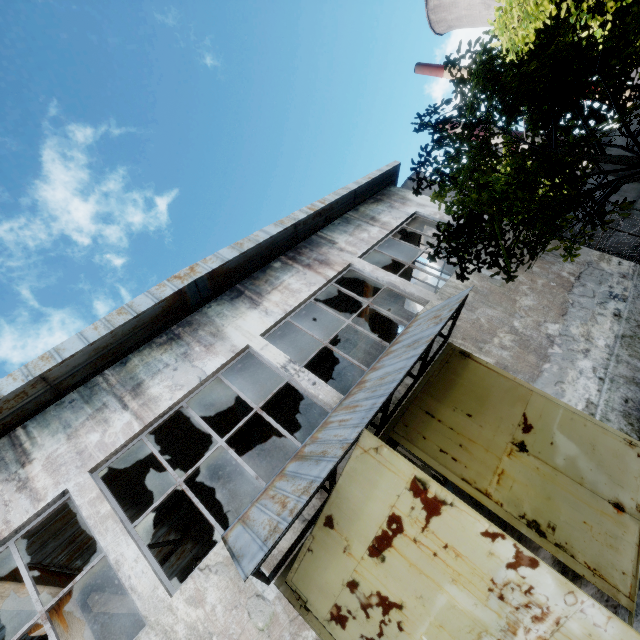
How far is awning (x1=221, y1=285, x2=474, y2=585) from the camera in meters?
3.9

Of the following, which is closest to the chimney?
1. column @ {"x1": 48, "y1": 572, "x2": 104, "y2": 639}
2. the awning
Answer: the awning

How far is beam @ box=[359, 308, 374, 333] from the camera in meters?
14.1

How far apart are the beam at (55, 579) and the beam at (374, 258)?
11.86m

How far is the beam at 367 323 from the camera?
14.05m

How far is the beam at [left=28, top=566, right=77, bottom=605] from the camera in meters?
6.4 m

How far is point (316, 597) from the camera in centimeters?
431cm

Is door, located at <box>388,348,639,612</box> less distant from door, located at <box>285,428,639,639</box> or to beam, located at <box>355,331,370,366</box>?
door, located at <box>285,428,639,639</box>
